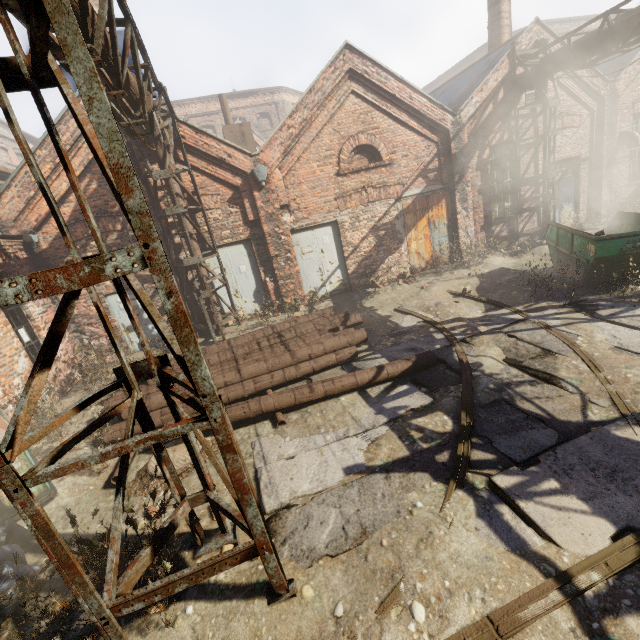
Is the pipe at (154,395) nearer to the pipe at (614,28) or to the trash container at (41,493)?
the trash container at (41,493)

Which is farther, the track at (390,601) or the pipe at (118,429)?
the pipe at (118,429)

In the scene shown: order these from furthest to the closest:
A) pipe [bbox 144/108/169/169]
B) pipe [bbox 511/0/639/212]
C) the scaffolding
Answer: pipe [bbox 511/0/639/212], pipe [bbox 144/108/169/169], the scaffolding

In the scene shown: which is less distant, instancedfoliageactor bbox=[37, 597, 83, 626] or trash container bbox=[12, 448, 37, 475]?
instancedfoliageactor bbox=[37, 597, 83, 626]

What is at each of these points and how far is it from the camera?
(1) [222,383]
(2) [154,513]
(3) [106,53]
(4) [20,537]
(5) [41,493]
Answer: (1) pipe, 6.3m
(2) instancedfoliageactor, 4.2m
(3) pipe, 4.5m
(4) trash bag, 4.1m
(5) trash container, 4.5m

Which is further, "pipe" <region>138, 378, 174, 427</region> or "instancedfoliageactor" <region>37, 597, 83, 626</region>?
"pipe" <region>138, 378, 174, 427</region>

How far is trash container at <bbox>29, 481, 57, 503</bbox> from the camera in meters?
4.4

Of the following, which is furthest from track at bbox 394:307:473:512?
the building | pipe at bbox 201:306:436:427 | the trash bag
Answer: the building
